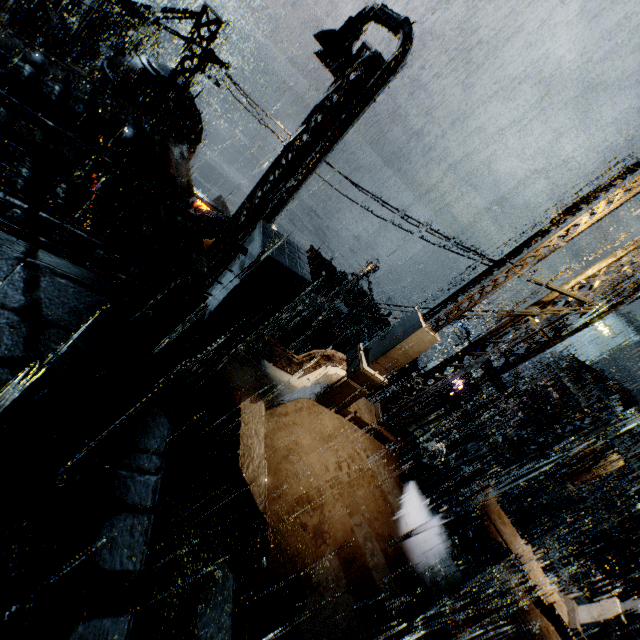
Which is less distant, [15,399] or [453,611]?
[15,399]

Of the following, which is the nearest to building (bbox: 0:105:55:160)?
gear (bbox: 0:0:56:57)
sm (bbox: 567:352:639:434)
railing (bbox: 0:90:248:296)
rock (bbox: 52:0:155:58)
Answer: sm (bbox: 567:352:639:434)

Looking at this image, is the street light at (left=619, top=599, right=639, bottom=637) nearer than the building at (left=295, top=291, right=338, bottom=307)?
Yes

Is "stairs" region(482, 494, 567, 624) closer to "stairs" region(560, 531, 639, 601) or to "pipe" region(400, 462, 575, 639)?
"pipe" region(400, 462, 575, 639)

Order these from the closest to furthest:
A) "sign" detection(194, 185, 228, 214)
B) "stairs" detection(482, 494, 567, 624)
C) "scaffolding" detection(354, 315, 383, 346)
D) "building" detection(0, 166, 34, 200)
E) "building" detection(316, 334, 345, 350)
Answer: "building" detection(0, 166, 34, 200) < "stairs" detection(482, 494, 567, 624) < "scaffolding" detection(354, 315, 383, 346) < "building" detection(316, 334, 345, 350) < "sign" detection(194, 185, 228, 214)

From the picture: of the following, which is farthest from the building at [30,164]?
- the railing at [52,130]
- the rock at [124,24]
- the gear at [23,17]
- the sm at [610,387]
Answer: the rock at [124,24]

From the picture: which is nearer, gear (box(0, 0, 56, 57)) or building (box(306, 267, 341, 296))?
building (box(306, 267, 341, 296))

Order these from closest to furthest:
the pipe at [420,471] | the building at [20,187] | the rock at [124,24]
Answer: the building at [20,187] → the pipe at [420,471] → the rock at [124,24]
